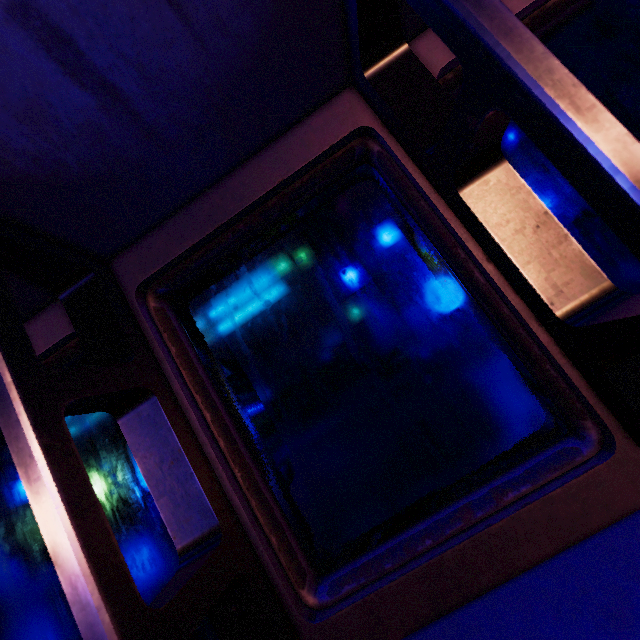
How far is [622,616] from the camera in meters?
0.6 m
